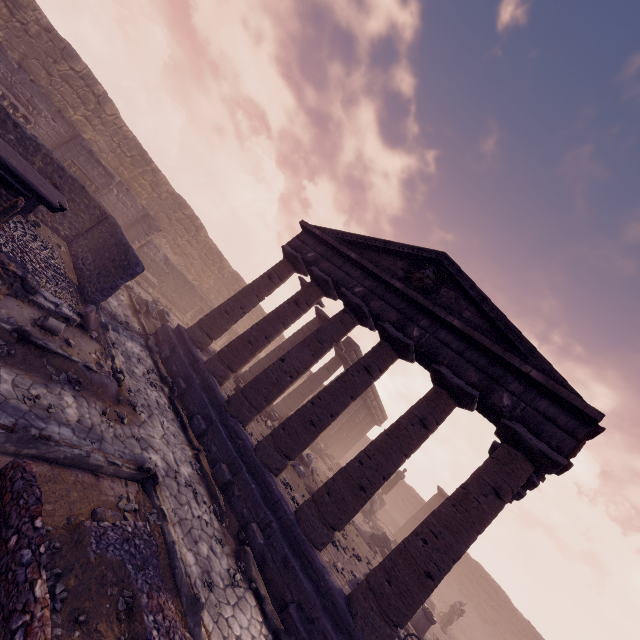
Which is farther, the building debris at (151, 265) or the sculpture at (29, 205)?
the building debris at (151, 265)

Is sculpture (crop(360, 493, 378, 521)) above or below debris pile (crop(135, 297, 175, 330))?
above

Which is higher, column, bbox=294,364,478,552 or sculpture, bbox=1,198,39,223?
column, bbox=294,364,478,552

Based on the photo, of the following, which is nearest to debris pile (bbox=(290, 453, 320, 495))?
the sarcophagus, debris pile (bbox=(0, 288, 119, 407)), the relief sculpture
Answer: debris pile (bbox=(0, 288, 119, 407))

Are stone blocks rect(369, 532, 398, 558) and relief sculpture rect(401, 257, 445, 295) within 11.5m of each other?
no

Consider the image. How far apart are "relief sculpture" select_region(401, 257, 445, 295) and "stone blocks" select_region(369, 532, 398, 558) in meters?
12.9 m

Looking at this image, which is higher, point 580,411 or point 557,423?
point 580,411

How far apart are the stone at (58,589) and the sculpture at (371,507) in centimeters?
1914cm
